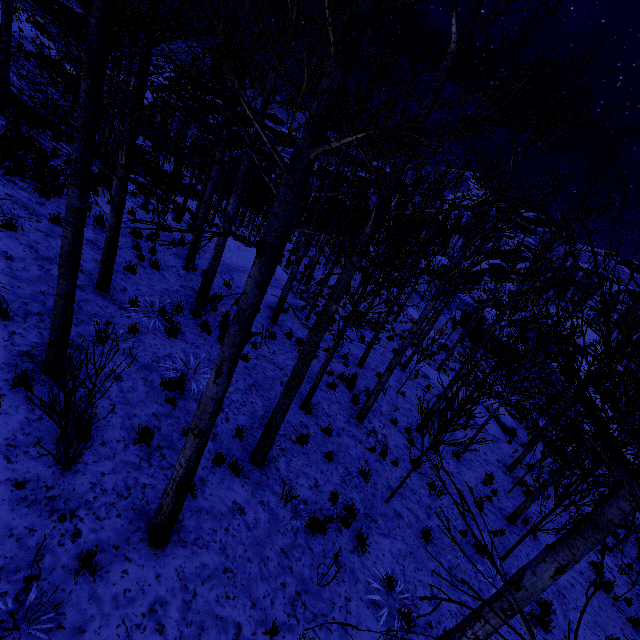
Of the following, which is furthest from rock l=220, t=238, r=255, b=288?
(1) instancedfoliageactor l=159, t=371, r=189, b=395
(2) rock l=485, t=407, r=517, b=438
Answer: (2) rock l=485, t=407, r=517, b=438

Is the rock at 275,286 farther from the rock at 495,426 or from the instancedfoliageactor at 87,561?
the rock at 495,426

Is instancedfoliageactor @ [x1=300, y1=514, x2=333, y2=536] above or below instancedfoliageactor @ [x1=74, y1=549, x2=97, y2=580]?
below

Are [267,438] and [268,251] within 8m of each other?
yes

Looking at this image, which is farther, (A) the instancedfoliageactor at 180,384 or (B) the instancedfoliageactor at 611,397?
(A) the instancedfoliageactor at 180,384

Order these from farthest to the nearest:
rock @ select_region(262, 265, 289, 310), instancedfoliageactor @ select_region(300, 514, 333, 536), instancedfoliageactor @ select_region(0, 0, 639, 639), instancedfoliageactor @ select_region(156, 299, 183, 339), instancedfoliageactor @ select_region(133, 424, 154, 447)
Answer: rock @ select_region(262, 265, 289, 310) → instancedfoliageactor @ select_region(156, 299, 183, 339) → instancedfoliageactor @ select_region(300, 514, 333, 536) → instancedfoliageactor @ select_region(133, 424, 154, 447) → instancedfoliageactor @ select_region(0, 0, 639, 639)

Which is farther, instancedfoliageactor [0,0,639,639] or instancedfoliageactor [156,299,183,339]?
instancedfoliageactor [156,299,183,339]

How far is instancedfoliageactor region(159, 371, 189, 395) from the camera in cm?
603
